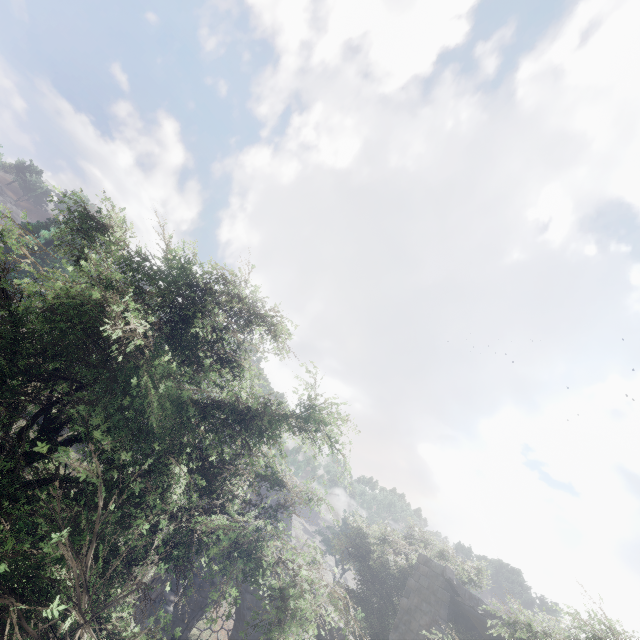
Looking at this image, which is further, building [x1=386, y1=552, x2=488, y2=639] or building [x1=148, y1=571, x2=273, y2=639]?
building [x1=386, y1=552, x2=488, y2=639]

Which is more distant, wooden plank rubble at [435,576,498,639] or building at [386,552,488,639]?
building at [386,552,488,639]

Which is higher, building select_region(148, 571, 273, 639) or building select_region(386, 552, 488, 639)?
building select_region(386, 552, 488, 639)

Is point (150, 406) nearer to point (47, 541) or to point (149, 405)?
point (149, 405)

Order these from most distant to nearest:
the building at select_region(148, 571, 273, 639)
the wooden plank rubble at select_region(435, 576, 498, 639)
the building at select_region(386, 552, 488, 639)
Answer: the building at select_region(386, 552, 488, 639) → the wooden plank rubble at select_region(435, 576, 498, 639) → the building at select_region(148, 571, 273, 639)

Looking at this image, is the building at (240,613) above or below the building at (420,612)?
below

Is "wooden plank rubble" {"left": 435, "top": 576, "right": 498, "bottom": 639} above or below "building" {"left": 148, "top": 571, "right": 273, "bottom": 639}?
above

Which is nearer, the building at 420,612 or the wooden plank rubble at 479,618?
the wooden plank rubble at 479,618
